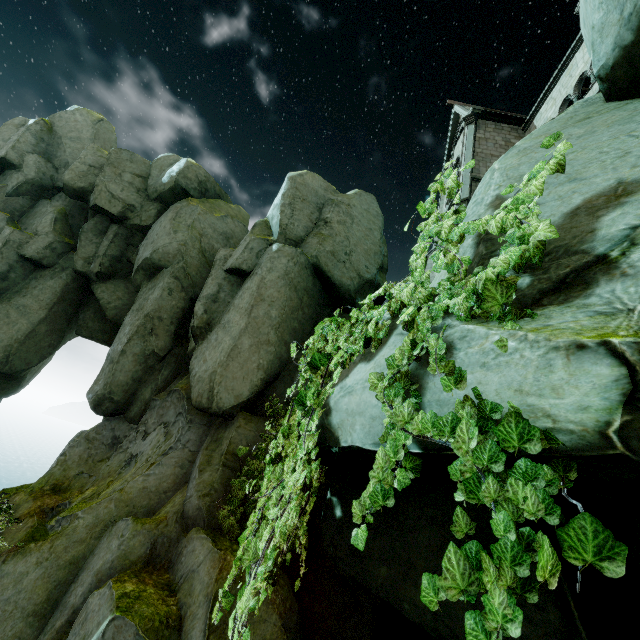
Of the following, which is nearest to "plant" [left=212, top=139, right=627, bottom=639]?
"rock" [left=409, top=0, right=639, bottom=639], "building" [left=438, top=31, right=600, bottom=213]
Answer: "rock" [left=409, top=0, right=639, bottom=639]

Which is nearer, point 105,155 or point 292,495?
point 292,495

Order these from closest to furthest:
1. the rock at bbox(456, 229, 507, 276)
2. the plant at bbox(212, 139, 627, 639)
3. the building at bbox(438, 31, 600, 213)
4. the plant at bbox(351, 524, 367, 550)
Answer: the plant at bbox(212, 139, 627, 639) → the plant at bbox(351, 524, 367, 550) → the rock at bbox(456, 229, 507, 276) → the building at bbox(438, 31, 600, 213)

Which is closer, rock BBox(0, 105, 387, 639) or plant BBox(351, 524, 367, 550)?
A: plant BBox(351, 524, 367, 550)

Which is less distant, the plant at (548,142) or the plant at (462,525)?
the plant at (462,525)

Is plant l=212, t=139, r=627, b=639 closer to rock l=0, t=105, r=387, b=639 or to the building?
rock l=0, t=105, r=387, b=639

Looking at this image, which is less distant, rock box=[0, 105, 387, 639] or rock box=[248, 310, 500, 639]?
rock box=[248, 310, 500, 639]

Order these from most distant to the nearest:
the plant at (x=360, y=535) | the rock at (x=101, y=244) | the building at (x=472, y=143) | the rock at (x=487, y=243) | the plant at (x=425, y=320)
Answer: the building at (x=472, y=143), the rock at (x=101, y=244), the rock at (x=487, y=243), the plant at (x=360, y=535), the plant at (x=425, y=320)
